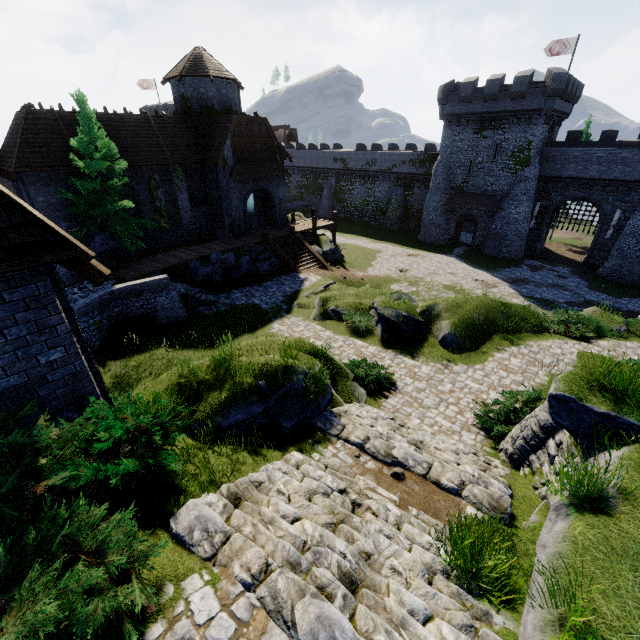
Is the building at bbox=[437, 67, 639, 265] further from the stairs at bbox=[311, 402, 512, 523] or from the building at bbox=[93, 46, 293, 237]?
the stairs at bbox=[311, 402, 512, 523]

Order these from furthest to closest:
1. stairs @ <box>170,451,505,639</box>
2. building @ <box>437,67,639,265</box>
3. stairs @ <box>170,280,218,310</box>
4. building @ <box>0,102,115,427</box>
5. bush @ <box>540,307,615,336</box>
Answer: building @ <box>437,67,639,265</box> → stairs @ <box>170,280,218,310</box> → bush @ <box>540,307,615,336</box> → building @ <box>0,102,115,427</box> → stairs @ <box>170,451,505,639</box>

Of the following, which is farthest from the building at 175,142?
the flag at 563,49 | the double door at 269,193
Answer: the flag at 563,49

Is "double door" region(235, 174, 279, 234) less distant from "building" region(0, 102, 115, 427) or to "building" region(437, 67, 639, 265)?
"building" region(0, 102, 115, 427)

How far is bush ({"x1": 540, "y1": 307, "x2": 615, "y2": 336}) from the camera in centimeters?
1668cm

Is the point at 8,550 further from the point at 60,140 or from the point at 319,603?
the point at 60,140

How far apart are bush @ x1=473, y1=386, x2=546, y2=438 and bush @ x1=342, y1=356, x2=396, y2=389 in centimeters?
299cm

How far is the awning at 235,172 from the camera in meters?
25.5 m
